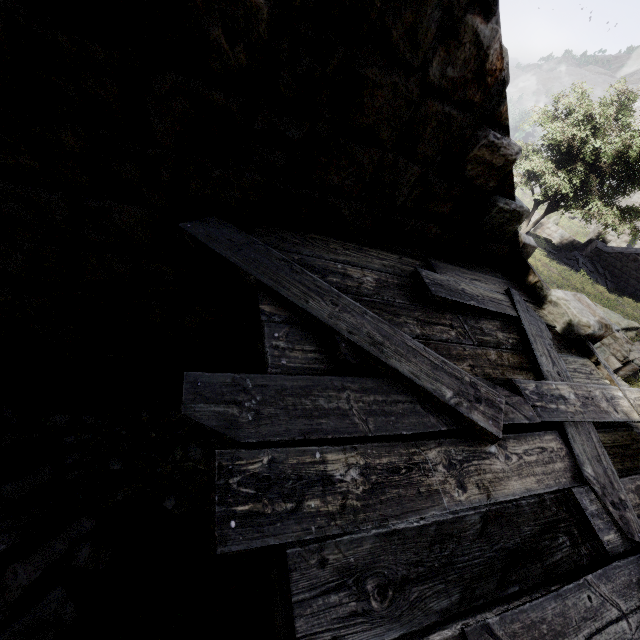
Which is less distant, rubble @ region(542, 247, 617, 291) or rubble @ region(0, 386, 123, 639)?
rubble @ region(0, 386, 123, 639)

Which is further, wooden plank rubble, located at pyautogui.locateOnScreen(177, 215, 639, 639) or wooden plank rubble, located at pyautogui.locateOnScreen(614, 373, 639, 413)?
wooden plank rubble, located at pyautogui.locateOnScreen(614, 373, 639, 413)

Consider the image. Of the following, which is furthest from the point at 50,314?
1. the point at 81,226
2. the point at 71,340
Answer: the point at 81,226

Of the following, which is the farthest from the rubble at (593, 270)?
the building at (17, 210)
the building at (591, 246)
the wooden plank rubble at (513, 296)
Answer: the wooden plank rubble at (513, 296)

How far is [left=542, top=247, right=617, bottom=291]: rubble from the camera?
23.5 meters

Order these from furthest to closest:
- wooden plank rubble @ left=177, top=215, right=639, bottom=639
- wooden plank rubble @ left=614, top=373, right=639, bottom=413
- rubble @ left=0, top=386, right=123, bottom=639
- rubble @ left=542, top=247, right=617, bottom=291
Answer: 1. rubble @ left=542, top=247, right=617, bottom=291
2. wooden plank rubble @ left=614, top=373, right=639, bottom=413
3. rubble @ left=0, top=386, right=123, bottom=639
4. wooden plank rubble @ left=177, top=215, right=639, bottom=639

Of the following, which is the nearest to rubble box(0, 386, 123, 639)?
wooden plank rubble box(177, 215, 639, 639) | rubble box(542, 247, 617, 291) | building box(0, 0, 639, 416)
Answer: building box(0, 0, 639, 416)

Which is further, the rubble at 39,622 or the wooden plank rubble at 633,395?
the wooden plank rubble at 633,395
